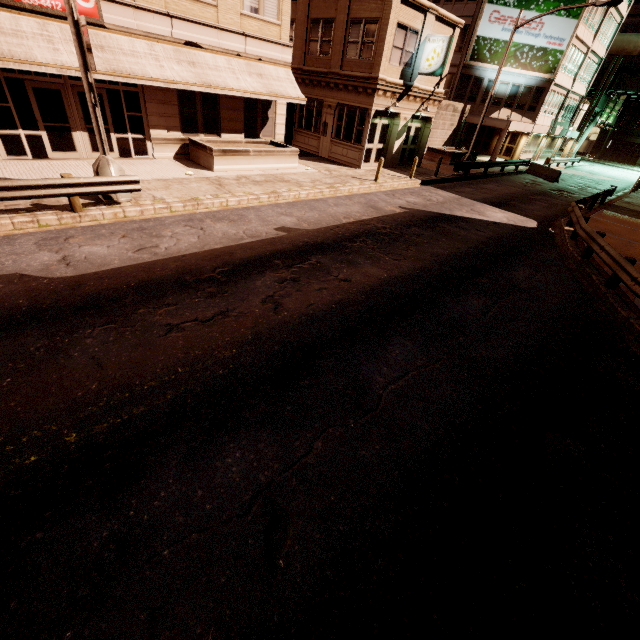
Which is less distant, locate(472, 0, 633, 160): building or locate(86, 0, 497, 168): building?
locate(86, 0, 497, 168): building

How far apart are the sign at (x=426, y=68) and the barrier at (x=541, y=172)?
16.4 meters

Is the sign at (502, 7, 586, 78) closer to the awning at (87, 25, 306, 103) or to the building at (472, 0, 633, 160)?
the building at (472, 0, 633, 160)

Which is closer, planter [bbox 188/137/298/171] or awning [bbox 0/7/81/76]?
awning [bbox 0/7/81/76]

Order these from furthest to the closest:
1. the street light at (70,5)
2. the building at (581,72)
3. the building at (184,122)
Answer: the building at (581,72) < the building at (184,122) < the street light at (70,5)

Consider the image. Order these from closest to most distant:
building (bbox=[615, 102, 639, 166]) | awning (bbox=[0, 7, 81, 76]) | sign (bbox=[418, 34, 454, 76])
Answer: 1. awning (bbox=[0, 7, 81, 76])
2. sign (bbox=[418, 34, 454, 76])
3. building (bbox=[615, 102, 639, 166])

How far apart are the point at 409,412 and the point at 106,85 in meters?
17.1

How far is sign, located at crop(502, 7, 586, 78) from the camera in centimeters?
2986cm
